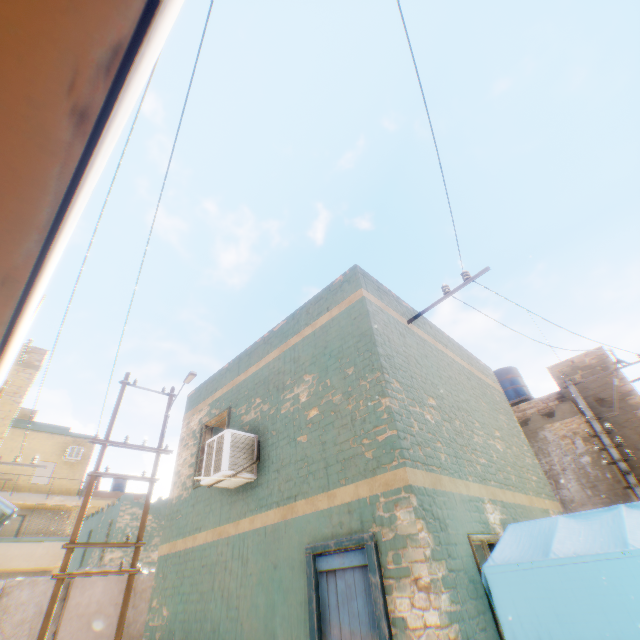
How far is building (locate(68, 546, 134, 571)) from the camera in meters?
18.8 m

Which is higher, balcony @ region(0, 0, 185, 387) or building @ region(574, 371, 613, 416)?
building @ region(574, 371, 613, 416)

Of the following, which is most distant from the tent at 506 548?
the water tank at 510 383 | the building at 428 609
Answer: the water tank at 510 383

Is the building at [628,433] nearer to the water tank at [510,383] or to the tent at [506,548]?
the tent at [506,548]

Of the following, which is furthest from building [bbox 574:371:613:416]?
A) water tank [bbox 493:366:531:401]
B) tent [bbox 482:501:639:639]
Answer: water tank [bbox 493:366:531:401]

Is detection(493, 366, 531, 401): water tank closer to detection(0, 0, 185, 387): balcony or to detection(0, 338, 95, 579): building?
detection(0, 338, 95, 579): building

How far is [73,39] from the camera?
0.75m
